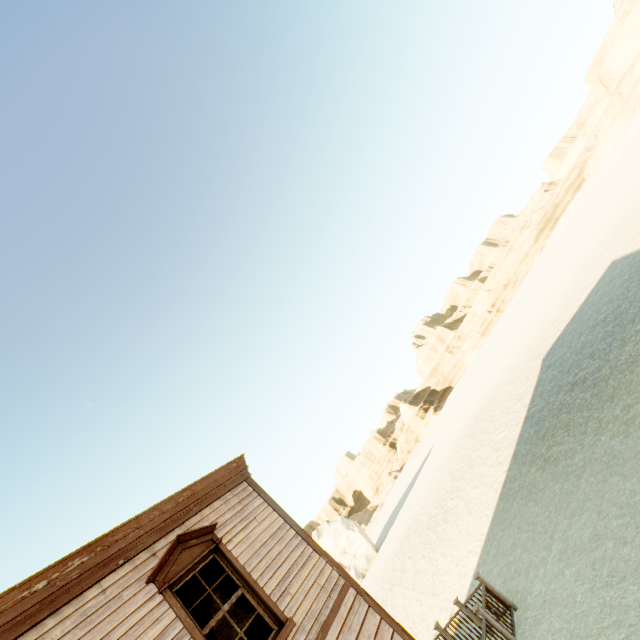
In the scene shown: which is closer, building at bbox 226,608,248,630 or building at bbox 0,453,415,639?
building at bbox 0,453,415,639

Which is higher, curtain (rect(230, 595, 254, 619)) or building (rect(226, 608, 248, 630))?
building (rect(226, 608, 248, 630))

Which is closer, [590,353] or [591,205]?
[590,353]

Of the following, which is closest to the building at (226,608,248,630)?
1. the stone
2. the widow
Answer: the widow

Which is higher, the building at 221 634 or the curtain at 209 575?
the curtain at 209 575

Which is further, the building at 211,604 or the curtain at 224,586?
the building at 211,604

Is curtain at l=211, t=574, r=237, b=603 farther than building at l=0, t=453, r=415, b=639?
Yes

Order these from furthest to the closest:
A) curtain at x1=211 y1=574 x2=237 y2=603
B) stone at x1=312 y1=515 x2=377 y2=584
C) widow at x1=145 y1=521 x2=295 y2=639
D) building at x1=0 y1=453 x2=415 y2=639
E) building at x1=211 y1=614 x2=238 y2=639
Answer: stone at x1=312 y1=515 x2=377 y2=584 → building at x1=211 y1=614 x2=238 y2=639 → curtain at x1=211 y1=574 x2=237 y2=603 → widow at x1=145 y1=521 x2=295 y2=639 → building at x1=0 y1=453 x2=415 y2=639
